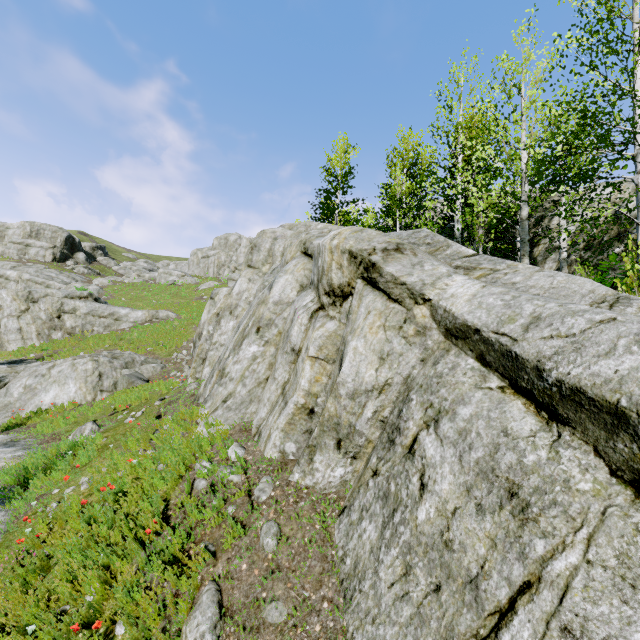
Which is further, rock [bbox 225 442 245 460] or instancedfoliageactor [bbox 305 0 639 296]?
instancedfoliageactor [bbox 305 0 639 296]

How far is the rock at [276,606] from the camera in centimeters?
346cm

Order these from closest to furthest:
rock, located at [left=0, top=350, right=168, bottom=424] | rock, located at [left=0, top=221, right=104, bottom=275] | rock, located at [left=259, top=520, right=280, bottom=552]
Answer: rock, located at [left=259, top=520, right=280, bottom=552] → rock, located at [left=0, top=350, right=168, bottom=424] → rock, located at [left=0, top=221, right=104, bottom=275]

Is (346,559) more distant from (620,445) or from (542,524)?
(620,445)

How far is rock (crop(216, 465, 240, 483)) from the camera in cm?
516

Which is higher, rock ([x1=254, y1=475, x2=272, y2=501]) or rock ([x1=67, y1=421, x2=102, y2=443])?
rock ([x1=254, y1=475, x2=272, y2=501])

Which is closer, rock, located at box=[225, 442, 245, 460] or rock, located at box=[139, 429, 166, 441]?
rock, located at box=[225, 442, 245, 460]
